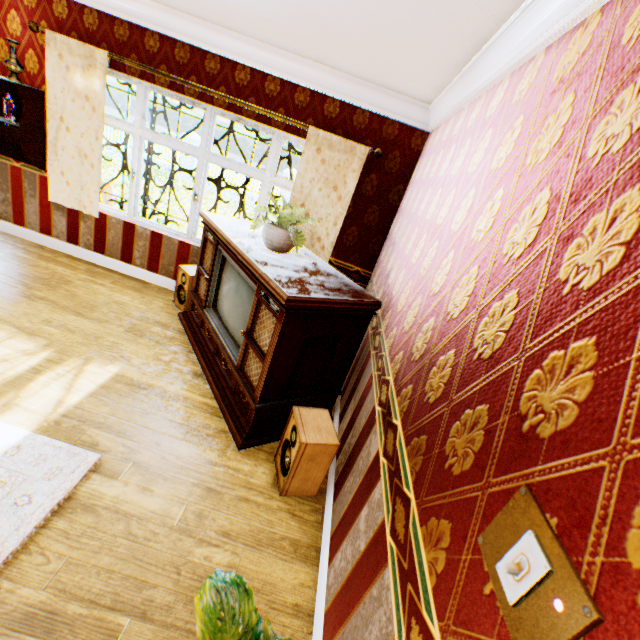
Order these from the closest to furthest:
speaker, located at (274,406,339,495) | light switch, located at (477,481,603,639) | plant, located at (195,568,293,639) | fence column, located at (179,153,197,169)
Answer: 1. light switch, located at (477,481,603,639)
2. plant, located at (195,568,293,639)
3. speaker, located at (274,406,339,495)
4. fence column, located at (179,153,197,169)

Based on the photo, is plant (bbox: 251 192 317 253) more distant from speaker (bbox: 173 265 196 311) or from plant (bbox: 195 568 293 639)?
plant (bbox: 195 568 293 639)

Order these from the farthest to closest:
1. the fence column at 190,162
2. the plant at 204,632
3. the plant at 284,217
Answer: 1. the fence column at 190,162
2. the plant at 284,217
3. the plant at 204,632

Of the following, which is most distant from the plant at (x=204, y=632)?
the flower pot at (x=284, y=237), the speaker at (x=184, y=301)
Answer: the speaker at (x=184, y=301)

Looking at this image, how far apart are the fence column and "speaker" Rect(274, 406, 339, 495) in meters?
18.5 m

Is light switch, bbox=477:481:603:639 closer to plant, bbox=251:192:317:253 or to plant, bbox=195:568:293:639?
plant, bbox=195:568:293:639

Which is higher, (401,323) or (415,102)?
(415,102)

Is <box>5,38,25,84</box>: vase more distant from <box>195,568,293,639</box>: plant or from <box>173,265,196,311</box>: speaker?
<box>195,568,293,639</box>: plant
